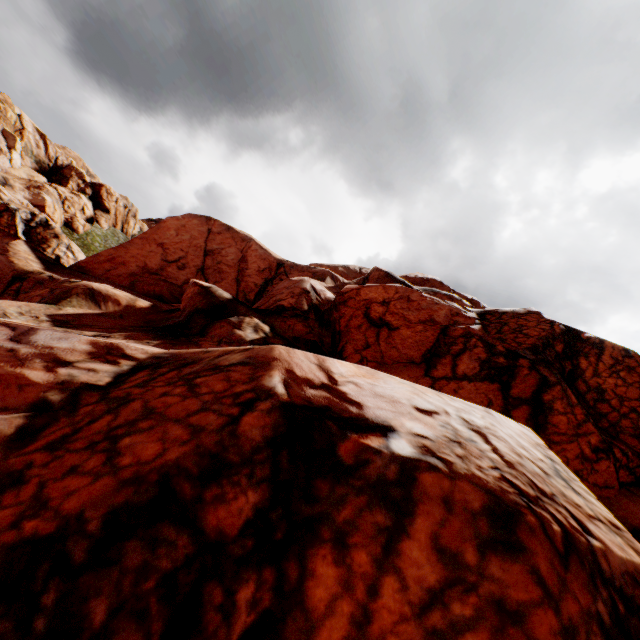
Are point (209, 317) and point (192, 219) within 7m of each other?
no
